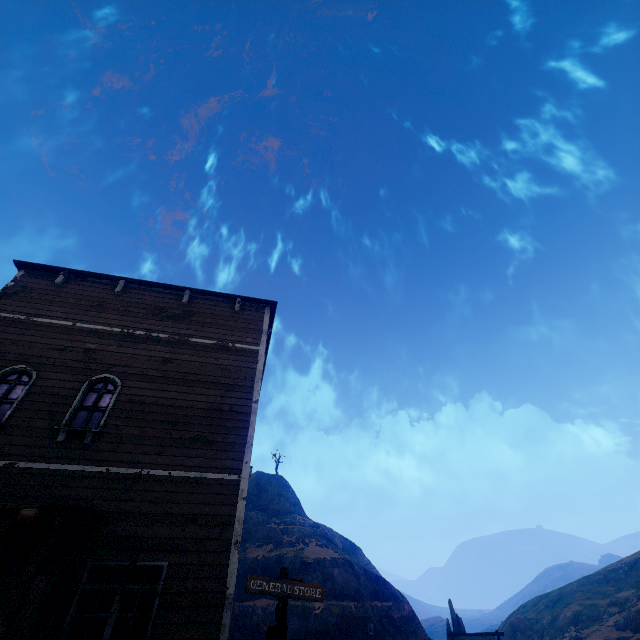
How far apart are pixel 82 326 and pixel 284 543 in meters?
31.2

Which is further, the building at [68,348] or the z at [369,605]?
the z at [369,605]

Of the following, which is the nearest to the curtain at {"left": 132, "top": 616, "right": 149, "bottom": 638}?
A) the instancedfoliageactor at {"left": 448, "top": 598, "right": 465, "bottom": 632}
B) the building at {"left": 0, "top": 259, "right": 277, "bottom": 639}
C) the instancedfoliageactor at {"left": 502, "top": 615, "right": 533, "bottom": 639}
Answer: the building at {"left": 0, "top": 259, "right": 277, "bottom": 639}

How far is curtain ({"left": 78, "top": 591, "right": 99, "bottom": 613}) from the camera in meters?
5.7

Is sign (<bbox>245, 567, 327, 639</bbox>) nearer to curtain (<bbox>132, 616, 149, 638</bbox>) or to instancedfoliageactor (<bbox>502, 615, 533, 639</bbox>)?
curtain (<bbox>132, 616, 149, 638</bbox>)

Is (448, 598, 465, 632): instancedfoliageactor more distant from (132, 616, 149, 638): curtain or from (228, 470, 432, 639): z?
(132, 616, 149, 638): curtain

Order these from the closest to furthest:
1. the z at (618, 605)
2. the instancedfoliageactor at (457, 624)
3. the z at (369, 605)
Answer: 1. the z at (369, 605)
2. the instancedfoliageactor at (457, 624)
3. the z at (618, 605)

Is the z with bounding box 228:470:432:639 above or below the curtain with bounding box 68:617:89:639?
Result: above
